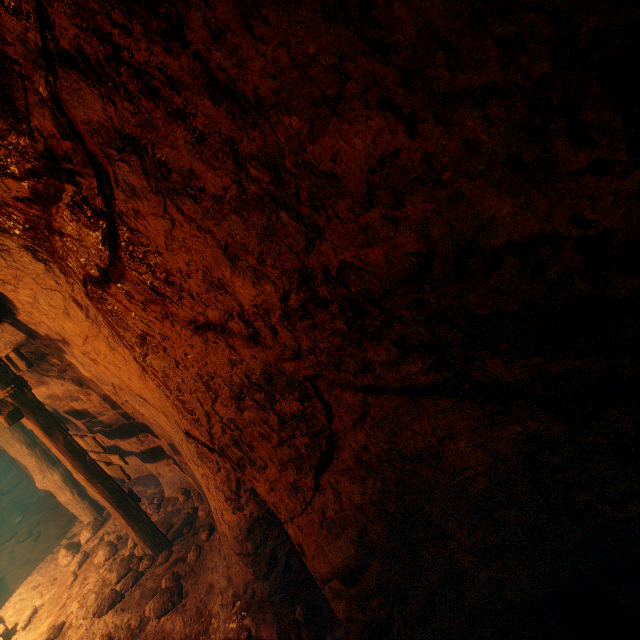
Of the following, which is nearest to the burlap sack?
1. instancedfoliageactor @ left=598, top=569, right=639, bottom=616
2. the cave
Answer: the cave

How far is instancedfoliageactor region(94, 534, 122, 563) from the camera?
4.9m

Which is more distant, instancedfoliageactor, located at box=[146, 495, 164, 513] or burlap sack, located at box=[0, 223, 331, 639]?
instancedfoliageactor, located at box=[146, 495, 164, 513]

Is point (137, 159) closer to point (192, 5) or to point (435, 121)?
point (192, 5)

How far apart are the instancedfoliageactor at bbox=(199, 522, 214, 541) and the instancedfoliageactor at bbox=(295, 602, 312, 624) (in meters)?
1.80

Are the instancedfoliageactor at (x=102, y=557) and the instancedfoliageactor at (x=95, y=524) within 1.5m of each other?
yes

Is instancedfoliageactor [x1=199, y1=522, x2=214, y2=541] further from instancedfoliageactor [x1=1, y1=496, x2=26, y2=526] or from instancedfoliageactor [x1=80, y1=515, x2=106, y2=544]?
instancedfoliageactor [x1=1, y1=496, x2=26, y2=526]

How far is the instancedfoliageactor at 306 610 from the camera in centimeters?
292cm
